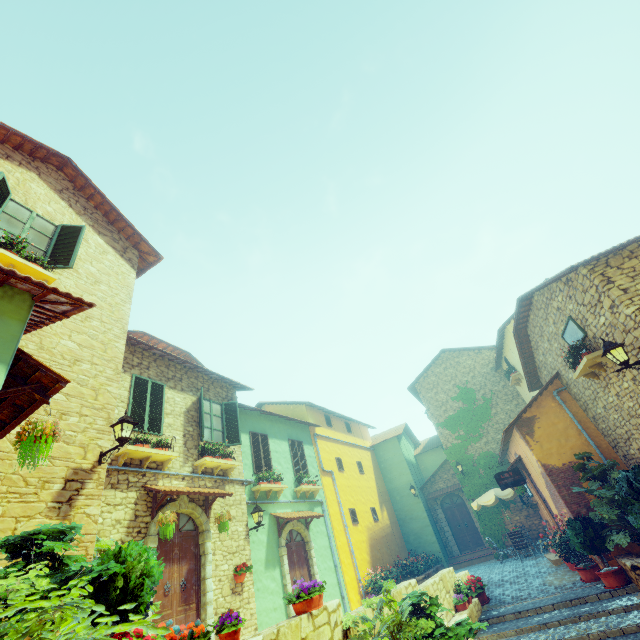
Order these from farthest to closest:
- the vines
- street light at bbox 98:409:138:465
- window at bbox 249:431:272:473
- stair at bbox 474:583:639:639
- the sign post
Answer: the vines → window at bbox 249:431:272:473 → the sign post → stair at bbox 474:583:639:639 → street light at bbox 98:409:138:465

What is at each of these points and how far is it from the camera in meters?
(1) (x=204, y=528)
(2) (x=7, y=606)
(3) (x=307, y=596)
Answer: (1) stone doorway, 8.8
(2) flower pot, 2.8
(3) flower pot, 4.9

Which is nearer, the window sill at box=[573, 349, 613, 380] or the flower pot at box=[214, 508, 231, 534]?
the window sill at box=[573, 349, 613, 380]

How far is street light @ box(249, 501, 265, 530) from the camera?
10.40m

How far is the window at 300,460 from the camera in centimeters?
1443cm

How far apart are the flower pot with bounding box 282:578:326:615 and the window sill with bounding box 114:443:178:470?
4.9 meters

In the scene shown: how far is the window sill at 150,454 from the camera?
7.74m

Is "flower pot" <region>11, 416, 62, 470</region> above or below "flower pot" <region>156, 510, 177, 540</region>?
above
